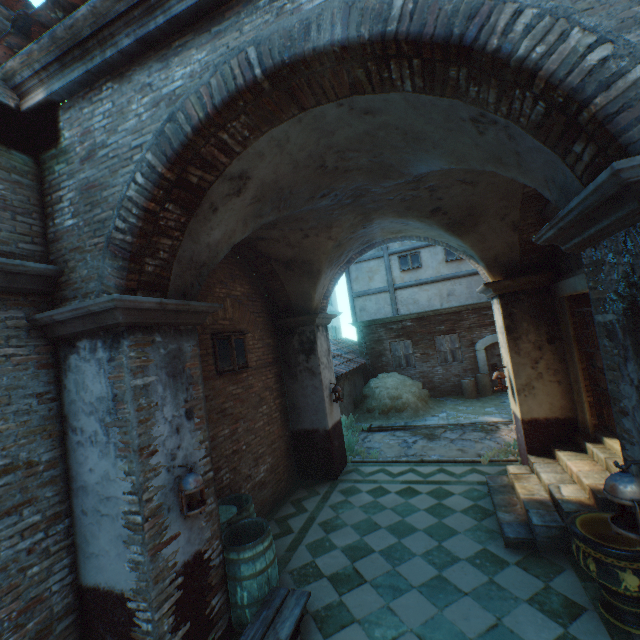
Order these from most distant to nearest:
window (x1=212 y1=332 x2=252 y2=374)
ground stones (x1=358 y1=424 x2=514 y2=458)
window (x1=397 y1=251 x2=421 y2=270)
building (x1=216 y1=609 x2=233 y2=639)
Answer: window (x1=397 y1=251 x2=421 y2=270)
ground stones (x1=358 y1=424 x2=514 y2=458)
window (x1=212 y1=332 x2=252 y2=374)
building (x1=216 y1=609 x2=233 y2=639)

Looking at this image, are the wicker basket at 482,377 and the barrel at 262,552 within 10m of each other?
no

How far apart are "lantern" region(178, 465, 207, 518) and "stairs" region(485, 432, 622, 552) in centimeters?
417cm

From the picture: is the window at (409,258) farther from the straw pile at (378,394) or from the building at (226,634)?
the straw pile at (378,394)

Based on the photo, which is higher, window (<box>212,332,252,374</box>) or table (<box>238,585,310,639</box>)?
window (<box>212,332,252,374</box>)

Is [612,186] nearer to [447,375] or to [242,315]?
[242,315]

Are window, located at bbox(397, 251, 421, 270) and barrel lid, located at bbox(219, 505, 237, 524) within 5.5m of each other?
no

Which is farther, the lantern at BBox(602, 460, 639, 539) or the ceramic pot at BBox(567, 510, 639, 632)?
the ceramic pot at BBox(567, 510, 639, 632)
